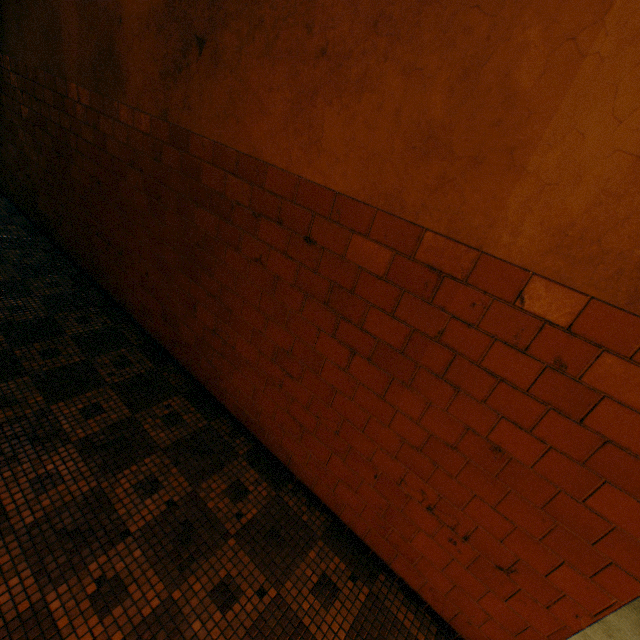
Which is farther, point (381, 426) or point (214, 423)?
point (214, 423)
